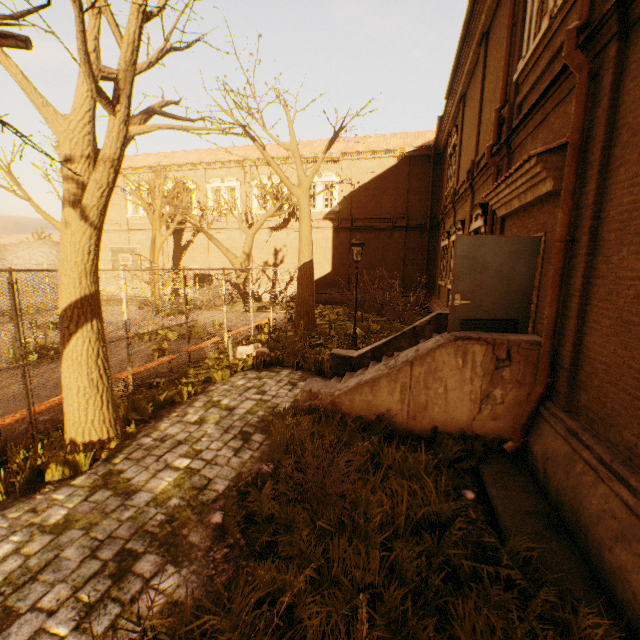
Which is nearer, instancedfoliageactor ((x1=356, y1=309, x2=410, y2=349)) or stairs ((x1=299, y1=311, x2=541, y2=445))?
stairs ((x1=299, y1=311, x2=541, y2=445))

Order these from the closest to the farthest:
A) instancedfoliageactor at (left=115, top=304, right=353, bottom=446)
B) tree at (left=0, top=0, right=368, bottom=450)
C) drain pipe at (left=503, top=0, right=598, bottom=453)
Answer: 1. tree at (left=0, top=0, right=368, bottom=450)
2. drain pipe at (left=503, top=0, right=598, bottom=453)
3. instancedfoliageactor at (left=115, top=304, right=353, bottom=446)

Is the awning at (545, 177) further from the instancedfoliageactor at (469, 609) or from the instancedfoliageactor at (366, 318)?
the instancedfoliageactor at (366, 318)

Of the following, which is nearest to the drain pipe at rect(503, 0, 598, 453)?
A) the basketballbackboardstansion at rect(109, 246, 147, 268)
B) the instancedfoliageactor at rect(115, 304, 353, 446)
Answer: the instancedfoliageactor at rect(115, 304, 353, 446)

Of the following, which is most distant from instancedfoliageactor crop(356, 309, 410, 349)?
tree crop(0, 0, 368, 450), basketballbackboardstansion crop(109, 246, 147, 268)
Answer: basketballbackboardstansion crop(109, 246, 147, 268)

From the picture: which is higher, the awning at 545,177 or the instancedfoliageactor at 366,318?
the awning at 545,177

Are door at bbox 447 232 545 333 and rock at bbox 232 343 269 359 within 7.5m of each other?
yes

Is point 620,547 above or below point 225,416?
above
